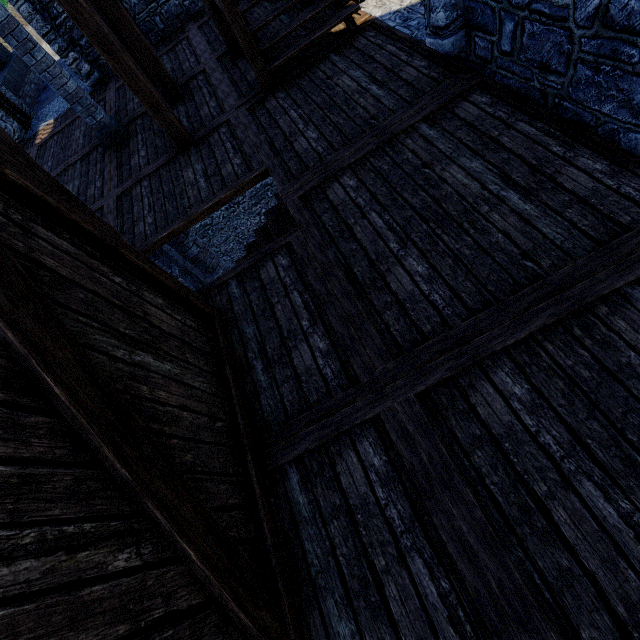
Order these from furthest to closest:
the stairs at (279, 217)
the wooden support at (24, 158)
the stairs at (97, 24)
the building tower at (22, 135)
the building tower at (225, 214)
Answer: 1. the building tower at (225, 214)
2. the building tower at (22, 135)
3. the stairs at (279, 217)
4. the stairs at (97, 24)
5. the wooden support at (24, 158)

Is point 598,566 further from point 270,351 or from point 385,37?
point 385,37

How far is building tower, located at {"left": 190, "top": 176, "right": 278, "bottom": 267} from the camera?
15.3 meters

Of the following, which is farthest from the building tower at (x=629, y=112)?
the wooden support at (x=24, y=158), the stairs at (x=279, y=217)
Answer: the wooden support at (x=24, y=158)

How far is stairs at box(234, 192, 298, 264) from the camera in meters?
5.1

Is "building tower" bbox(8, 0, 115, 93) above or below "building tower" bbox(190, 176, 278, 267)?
above

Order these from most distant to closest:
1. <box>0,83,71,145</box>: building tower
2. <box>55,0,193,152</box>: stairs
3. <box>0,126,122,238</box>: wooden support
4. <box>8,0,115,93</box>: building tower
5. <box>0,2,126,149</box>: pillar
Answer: <box>0,83,71,145</box>: building tower, <box>8,0,115,93</box>: building tower, <box>0,2,126,149</box>: pillar, <box>55,0,193,152</box>: stairs, <box>0,126,122,238</box>: wooden support

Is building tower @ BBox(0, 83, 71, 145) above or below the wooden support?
below
